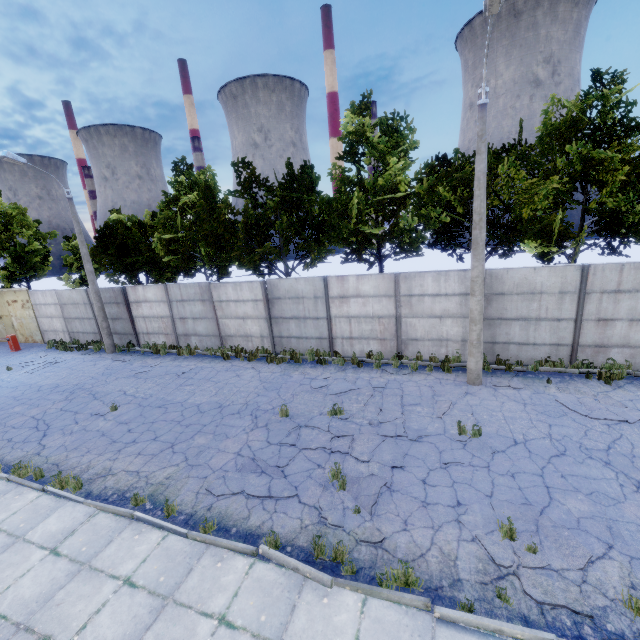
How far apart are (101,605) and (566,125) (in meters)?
18.79

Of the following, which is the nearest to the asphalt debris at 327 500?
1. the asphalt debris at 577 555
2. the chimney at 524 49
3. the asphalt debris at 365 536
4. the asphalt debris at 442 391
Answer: the asphalt debris at 365 536

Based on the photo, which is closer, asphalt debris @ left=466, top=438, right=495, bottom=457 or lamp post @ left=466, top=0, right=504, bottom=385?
asphalt debris @ left=466, top=438, right=495, bottom=457

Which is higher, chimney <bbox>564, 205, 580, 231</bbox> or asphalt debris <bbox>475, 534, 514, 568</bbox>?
chimney <bbox>564, 205, 580, 231</bbox>

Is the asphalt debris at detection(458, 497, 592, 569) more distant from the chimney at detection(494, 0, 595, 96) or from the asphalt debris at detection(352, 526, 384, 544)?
the chimney at detection(494, 0, 595, 96)

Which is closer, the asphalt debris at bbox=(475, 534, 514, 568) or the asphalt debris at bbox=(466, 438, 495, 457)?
the asphalt debris at bbox=(475, 534, 514, 568)

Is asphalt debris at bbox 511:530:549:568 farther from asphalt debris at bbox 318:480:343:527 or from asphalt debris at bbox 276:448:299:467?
asphalt debris at bbox 276:448:299:467

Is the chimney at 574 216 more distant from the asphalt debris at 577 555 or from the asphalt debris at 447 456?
the asphalt debris at 577 555
